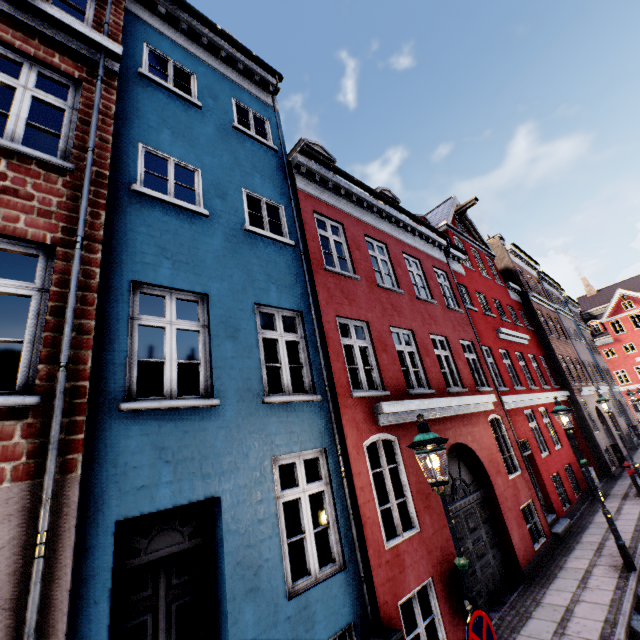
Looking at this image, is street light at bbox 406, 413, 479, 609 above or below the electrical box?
above

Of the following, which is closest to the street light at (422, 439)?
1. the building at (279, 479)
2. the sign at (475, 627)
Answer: Answer: the sign at (475, 627)

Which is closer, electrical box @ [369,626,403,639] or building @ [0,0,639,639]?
building @ [0,0,639,639]

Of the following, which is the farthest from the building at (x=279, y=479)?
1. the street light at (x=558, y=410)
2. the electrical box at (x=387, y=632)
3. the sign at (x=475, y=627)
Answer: the sign at (x=475, y=627)

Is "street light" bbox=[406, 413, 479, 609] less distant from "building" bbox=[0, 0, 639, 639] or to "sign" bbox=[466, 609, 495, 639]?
"sign" bbox=[466, 609, 495, 639]

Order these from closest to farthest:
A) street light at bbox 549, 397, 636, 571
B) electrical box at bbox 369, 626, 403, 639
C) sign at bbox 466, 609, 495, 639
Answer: sign at bbox 466, 609, 495, 639, electrical box at bbox 369, 626, 403, 639, street light at bbox 549, 397, 636, 571

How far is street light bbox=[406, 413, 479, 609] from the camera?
3.6 meters

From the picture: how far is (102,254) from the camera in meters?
4.4 m
